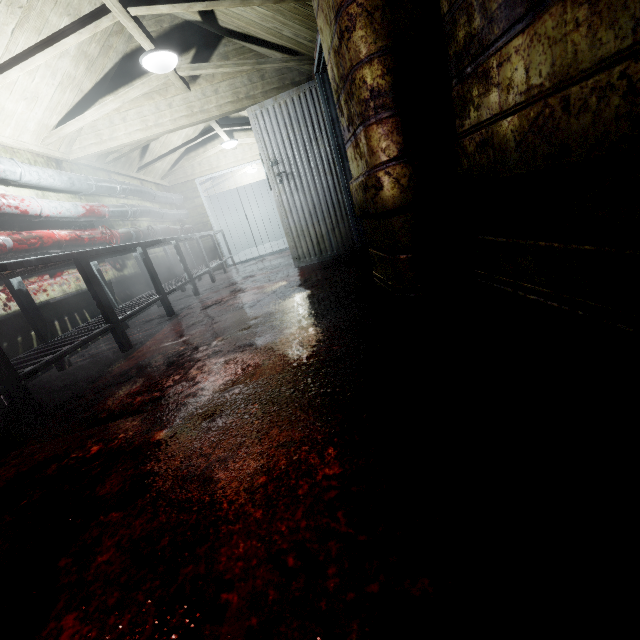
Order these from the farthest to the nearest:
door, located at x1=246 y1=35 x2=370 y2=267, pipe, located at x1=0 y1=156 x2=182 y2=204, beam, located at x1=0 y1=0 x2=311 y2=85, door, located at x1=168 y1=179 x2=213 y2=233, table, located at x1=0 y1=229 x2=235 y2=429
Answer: door, located at x1=168 y1=179 x2=213 y2=233 < door, located at x1=246 y1=35 x2=370 y2=267 < pipe, located at x1=0 y1=156 x2=182 y2=204 < beam, located at x1=0 y1=0 x2=311 y2=85 < table, located at x1=0 y1=229 x2=235 y2=429

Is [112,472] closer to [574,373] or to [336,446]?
[336,446]

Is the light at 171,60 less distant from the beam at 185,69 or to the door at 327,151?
the beam at 185,69

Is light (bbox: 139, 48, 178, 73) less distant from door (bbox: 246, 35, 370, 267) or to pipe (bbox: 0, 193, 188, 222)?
door (bbox: 246, 35, 370, 267)

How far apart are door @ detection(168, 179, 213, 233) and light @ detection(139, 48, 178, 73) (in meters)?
4.07

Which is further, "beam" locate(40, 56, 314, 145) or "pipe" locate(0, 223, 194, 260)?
"beam" locate(40, 56, 314, 145)

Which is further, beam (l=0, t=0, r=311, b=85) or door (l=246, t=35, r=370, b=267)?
door (l=246, t=35, r=370, b=267)

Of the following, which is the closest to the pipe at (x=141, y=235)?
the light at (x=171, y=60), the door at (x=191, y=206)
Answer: the door at (x=191, y=206)
